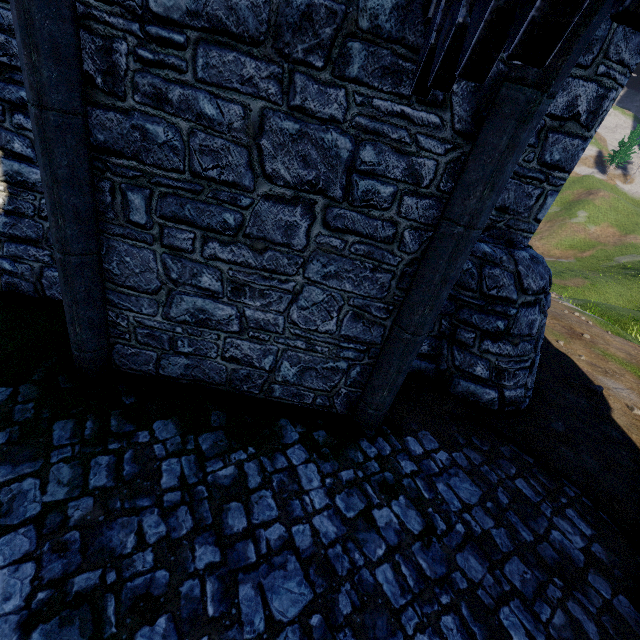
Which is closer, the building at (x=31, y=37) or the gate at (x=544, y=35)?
the gate at (x=544, y=35)

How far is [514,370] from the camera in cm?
596

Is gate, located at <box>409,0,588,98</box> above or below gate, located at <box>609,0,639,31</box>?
above

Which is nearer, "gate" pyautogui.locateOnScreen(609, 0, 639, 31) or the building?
"gate" pyautogui.locateOnScreen(609, 0, 639, 31)
